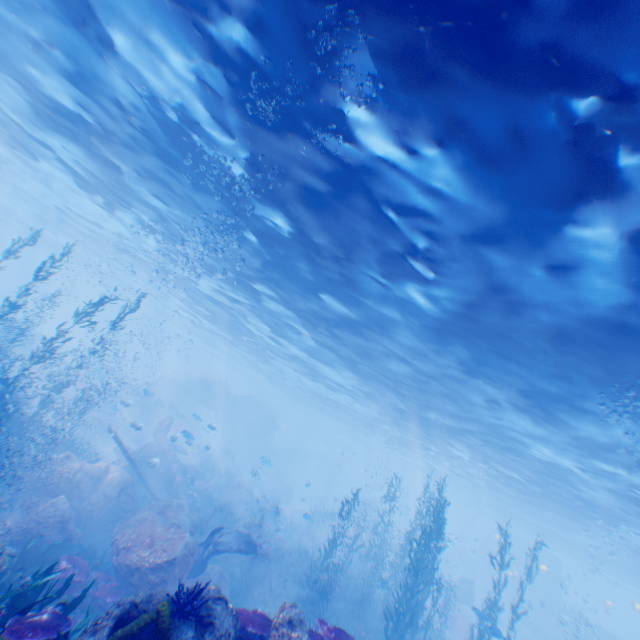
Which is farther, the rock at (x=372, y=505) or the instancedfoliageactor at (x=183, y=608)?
the rock at (x=372, y=505)

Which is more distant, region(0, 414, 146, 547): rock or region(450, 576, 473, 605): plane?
region(450, 576, 473, 605): plane

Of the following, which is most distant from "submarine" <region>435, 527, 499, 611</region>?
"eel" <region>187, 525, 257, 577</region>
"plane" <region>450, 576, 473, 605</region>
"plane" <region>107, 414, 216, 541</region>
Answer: "eel" <region>187, 525, 257, 577</region>

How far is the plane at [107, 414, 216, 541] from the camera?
16.0m

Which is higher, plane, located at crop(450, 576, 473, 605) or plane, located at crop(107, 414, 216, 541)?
plane, located at crop(450, 576, 473, 605)

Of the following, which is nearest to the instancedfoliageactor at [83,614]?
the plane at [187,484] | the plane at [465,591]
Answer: the plane at [187,484]

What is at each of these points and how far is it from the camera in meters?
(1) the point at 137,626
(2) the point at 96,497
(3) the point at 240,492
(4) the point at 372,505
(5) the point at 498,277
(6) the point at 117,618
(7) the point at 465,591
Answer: (1) instancedfoliageactor, 4.4
(2) rock, 12.1
(3) rock, 26.6
(4) rock, 42.5
(5) light, 9.1
(6) rock, 4.7
(7) plane, 27.1

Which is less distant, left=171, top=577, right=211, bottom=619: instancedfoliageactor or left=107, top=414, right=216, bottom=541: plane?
left=171, top=577, right=211, bottom=619: instancedfoliageactor
